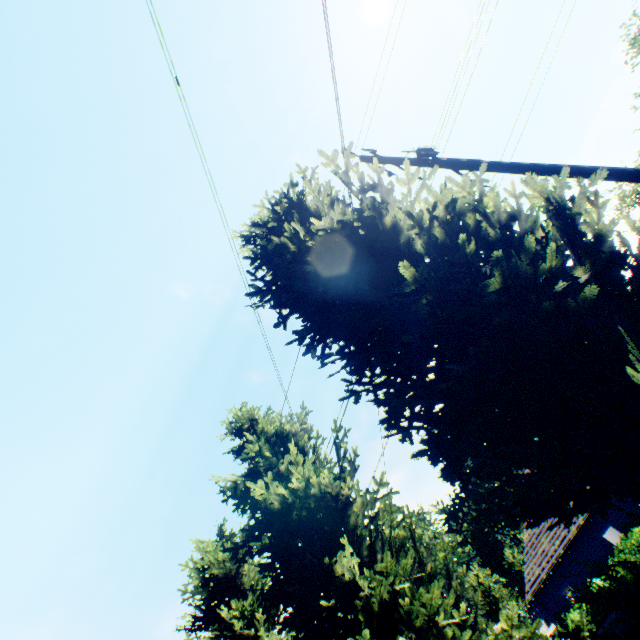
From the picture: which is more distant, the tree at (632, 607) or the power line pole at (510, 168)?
the power line pole at (510, 168)

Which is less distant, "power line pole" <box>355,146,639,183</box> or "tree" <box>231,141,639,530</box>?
"tree" <box>231,141,639,530</box>

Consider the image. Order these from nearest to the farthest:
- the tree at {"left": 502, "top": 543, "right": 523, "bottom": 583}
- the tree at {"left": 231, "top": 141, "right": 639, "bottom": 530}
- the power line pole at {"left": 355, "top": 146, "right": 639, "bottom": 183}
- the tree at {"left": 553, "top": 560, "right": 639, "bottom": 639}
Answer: the tree at {"left": 553, "top": 560, "right": 639, "bottom": 639}
the tree at {"left": 231, "top": 141, "right": 639, "bottom": 530}
the power line pole at {"left": 355, "top": 146, "right": 639, "bottom": 183}
the tree at {"left": 502, "top": 543, "right": 523, "bottom": 583}

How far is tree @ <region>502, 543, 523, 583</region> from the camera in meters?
45.4

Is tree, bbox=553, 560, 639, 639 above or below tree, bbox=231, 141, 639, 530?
below

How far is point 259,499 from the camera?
7.6 meters

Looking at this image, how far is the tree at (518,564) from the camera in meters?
45.4
